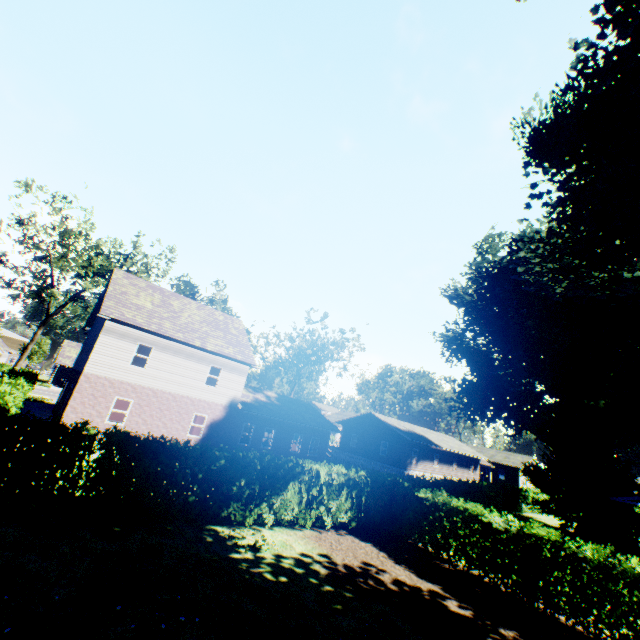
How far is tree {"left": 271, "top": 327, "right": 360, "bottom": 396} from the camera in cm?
4250

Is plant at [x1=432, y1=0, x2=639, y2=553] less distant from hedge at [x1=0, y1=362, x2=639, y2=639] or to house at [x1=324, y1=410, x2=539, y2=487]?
hedge at [x1=0, y1=362, x2=639, y2=639]

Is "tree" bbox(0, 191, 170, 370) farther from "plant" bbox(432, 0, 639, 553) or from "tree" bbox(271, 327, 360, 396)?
"tree" bbox(271, 327, 360, 396)

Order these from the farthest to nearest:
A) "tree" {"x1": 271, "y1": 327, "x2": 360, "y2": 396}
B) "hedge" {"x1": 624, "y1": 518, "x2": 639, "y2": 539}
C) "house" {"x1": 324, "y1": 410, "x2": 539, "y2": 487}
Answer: →
"tree" {"x1": 271, "y1": 327, "x2": 360, "y2": 396}
"house" {"x1": 324, "y1": 410, "x2": 539, "y2": 487}
"hedge" {"x1": 624, "y1": 518, "x2": 639, "y2": 539}

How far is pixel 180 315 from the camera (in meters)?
24.72

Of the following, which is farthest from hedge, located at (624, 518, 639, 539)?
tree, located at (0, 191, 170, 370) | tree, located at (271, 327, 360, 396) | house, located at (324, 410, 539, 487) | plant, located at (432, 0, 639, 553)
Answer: tree, located at (271, 327, 360, 396)

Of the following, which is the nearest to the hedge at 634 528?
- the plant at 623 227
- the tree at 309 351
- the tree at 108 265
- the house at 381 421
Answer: the tree at 108 265

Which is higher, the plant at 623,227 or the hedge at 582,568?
the plant at 623,227
